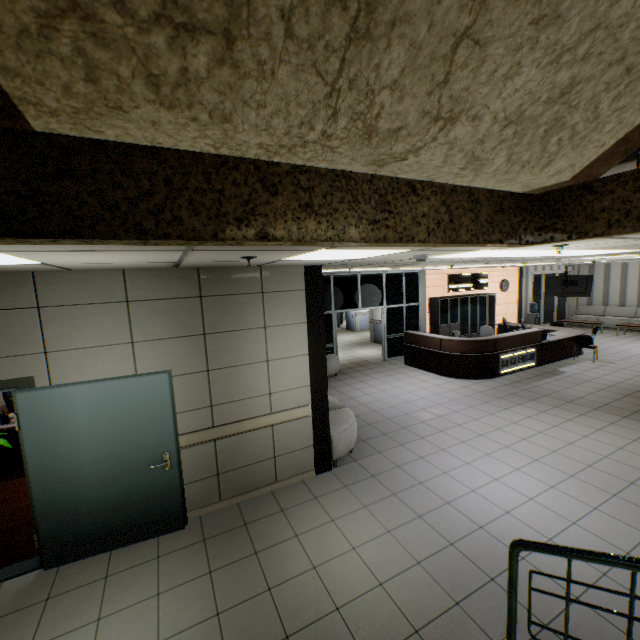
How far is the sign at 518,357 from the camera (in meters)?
9.42

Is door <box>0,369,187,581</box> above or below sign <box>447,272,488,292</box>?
below

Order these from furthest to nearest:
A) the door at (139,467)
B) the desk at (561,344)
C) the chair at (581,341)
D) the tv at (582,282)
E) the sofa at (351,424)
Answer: the tv at (582,282)
the chair at (581,341)
the desk at (561,344)
the sofa at (351,424)
the door at (139,467)

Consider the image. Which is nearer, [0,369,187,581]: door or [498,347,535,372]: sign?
[0,369,187,581]: door

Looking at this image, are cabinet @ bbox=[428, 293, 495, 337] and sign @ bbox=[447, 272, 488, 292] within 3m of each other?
yes

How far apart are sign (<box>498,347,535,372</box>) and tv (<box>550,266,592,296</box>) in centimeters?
436cm

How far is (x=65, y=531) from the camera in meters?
3.6

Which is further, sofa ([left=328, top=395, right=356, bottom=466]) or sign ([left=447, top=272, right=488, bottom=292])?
sign ([left=447, top=272, right=488, bottom=292])
